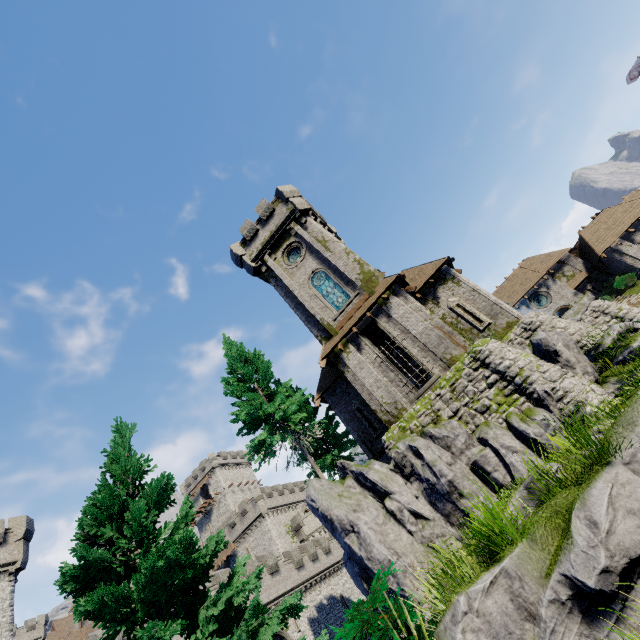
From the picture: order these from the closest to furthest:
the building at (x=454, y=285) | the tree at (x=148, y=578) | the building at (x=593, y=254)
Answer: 1. the tree at (x=148, y=578)
2. the building at (x=454, y=285)
3. the building at (x=593, y=254)

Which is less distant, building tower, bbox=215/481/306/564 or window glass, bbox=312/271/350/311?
window glass, bbox=312/271/350/311

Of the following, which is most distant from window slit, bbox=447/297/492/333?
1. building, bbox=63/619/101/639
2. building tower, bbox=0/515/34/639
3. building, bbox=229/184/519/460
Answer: building, bbox=63/619/101/639

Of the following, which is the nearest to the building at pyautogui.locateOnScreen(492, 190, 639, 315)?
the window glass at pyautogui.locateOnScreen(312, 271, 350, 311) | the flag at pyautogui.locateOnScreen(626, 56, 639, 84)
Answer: the window glass at pyautogui.locateOnScreen(312, 271, 350, 311)

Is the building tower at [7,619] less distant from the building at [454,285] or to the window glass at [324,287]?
the building at [454,285]

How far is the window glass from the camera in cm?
2081

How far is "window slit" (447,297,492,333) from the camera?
18.3 meters

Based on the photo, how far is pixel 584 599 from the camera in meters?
3.5
